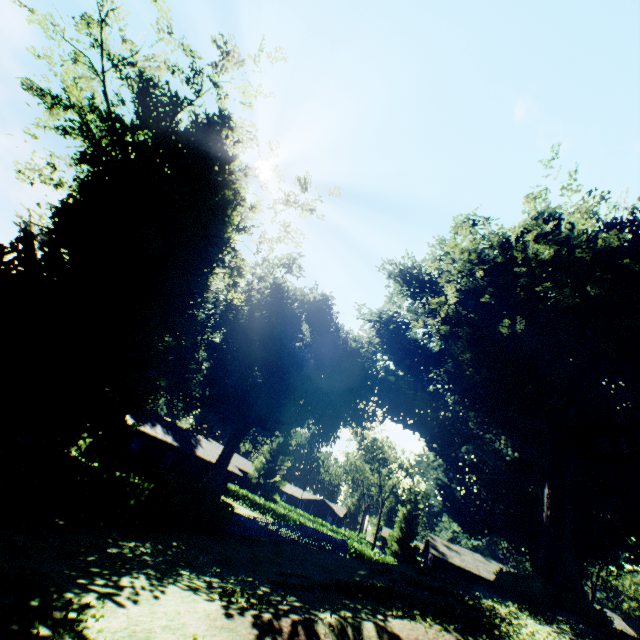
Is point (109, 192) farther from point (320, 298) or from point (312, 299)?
point (312, 299)

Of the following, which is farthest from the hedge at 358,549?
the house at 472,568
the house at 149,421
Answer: the house at 149,421

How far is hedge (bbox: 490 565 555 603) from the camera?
15.3 meters

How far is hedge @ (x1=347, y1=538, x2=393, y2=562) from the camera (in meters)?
34.97

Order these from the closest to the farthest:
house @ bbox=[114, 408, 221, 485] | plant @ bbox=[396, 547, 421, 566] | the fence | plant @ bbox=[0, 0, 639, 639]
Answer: plant @ bbox=[0, 0, 639, 639] < plant @ bbox=[396, 547, 421, 566] < the fence < house @ bbox=[114, 408, 221, 485]

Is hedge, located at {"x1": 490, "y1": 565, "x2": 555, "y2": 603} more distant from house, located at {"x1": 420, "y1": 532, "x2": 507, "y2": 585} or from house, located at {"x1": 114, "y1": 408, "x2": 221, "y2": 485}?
house, located at {"x1": 114, "y1": 408, "x2": 221, "y2": 485}

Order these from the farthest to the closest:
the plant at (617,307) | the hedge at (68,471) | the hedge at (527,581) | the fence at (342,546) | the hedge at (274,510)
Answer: the hedge at (274,510), the fence at (342,546), the hedge at (527,581), the plant at (617,307), the hedge at (68,471)

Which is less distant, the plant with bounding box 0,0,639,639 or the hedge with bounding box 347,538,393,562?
the plant with bounding box 0,0,639,639
